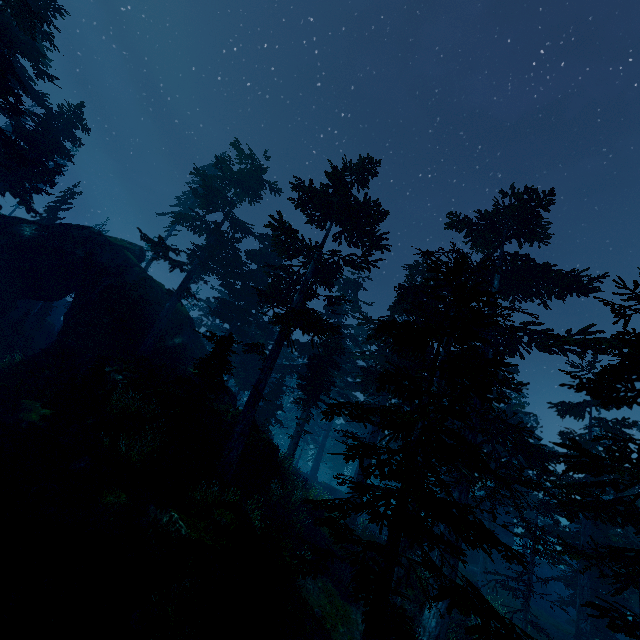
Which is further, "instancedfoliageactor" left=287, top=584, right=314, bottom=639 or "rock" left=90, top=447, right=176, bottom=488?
"rock" left=90, top=447, right=176, bottom=488

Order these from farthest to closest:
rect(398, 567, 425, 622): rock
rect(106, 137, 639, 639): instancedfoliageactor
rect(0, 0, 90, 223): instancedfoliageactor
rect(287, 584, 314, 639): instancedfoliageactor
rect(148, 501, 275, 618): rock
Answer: rect(0, 0, 90, 223): instancedfoliageactor, rect(398, 567, 425, 622): rock, rect(287, 584, 314, 639): instancedfoliageactor, rect(148, 501, 275, 618): rock, rect(106, 137, 639, 639): instancedfoliageactor

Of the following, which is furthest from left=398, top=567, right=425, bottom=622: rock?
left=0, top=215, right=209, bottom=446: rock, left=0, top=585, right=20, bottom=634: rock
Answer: left=0, top=585, right=20, bottom=634: rock

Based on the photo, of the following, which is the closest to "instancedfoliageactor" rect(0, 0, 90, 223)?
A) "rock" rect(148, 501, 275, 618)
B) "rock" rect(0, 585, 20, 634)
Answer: "rock" rect(148, 501, 275, 618)

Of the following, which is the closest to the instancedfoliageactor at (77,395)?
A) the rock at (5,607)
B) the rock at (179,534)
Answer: the rock at (179,534)

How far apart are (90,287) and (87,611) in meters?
29.3

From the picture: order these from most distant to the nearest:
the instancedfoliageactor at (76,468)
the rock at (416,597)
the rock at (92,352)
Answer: the rock at (92,352), the rock at (416,597), the instancedfoliageactor at (76,468)
